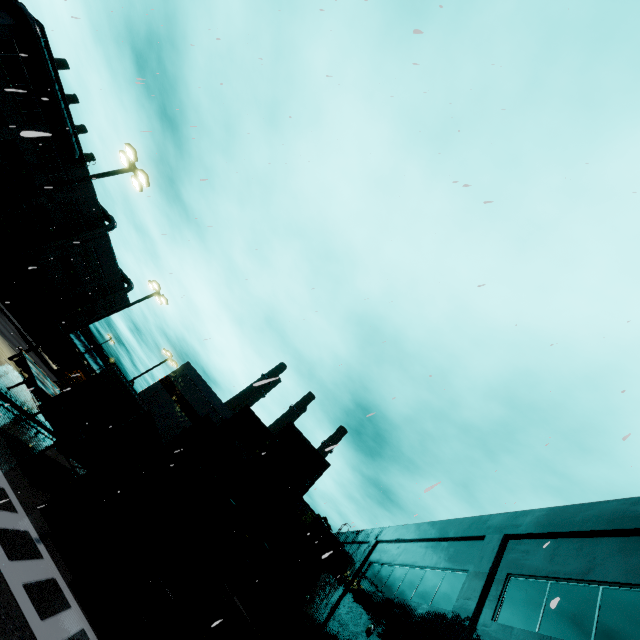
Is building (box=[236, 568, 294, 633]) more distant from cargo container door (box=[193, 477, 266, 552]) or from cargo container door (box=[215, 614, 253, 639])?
cargo container door (box=[193, 477, 266, 552])

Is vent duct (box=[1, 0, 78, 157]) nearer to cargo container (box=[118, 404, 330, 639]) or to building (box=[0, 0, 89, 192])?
building (box=[0, 0, 89, 192])

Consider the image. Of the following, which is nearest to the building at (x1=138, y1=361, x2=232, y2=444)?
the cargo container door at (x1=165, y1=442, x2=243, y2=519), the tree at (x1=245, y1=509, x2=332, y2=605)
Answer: the tree at (x1=245, y1=509, x2=332, y2=605)

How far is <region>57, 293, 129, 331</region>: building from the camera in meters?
53.0

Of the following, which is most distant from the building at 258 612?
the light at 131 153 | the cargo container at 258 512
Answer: the light at 131 153

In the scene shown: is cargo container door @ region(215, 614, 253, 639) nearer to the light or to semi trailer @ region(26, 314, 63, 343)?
semi trailer @ region(26, 314, 63, 343)

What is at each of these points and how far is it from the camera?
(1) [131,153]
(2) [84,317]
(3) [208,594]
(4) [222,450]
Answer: (1) light, 16.4m
(2) building, 54.7m
(3) cargo container door, 10.2m
(4) cargo container door, 12.1m

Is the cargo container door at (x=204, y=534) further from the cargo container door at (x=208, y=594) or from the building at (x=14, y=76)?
the building at (x=14, y=76)
